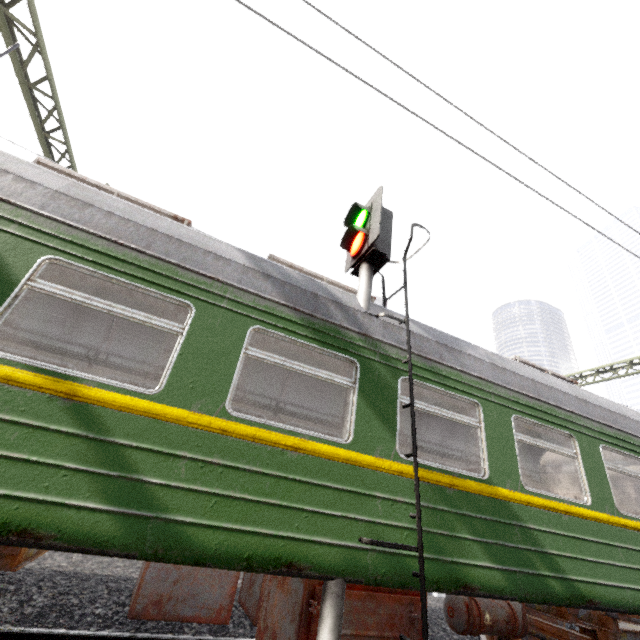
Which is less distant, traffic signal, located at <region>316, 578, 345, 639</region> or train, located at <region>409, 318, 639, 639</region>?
traffic signal, located at <region>316, 578, 345, 639</region>

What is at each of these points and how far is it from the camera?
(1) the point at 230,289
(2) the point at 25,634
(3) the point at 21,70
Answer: (1) train, 3.39m
(2) train track, 3.47m
(3) power line, 6.13m

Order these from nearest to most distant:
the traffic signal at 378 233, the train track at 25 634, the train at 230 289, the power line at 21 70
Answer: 1. the train at 230 289
2. the traffic signal at 378 233
3. the train track at 25 634
4. the power line at 21 70

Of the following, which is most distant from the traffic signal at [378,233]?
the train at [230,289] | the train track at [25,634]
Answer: the train track at [25,634]

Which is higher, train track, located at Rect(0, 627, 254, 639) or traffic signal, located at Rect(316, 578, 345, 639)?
traffic signal, located at Rect(316, 578, 345, 639)

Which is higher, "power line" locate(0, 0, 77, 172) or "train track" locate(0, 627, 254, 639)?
"power line" locate(0, 0, 77, 172)

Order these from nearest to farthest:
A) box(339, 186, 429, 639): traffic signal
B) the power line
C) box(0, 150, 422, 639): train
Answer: box(0, 150, 422, 639): train → box(339, 186, 429, 639): traffic signal → the power line

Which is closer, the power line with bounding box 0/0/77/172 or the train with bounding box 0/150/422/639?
the train with bounding box 0/150/422/639
